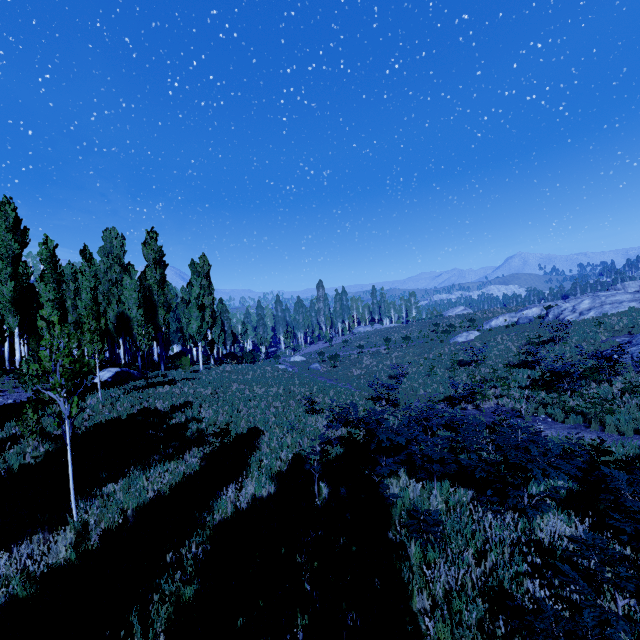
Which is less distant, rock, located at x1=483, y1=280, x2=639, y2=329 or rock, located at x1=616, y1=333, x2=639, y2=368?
rock, located at x1=616, y1=333, x2=639, y2=368

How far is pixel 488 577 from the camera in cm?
450

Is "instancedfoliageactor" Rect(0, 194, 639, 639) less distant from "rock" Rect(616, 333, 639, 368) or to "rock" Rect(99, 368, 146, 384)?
"rock" Rect(99, 368, 146, 384)

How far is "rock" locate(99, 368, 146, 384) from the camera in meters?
19.7

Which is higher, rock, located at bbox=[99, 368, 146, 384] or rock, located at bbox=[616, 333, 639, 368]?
rock, located at bbox=[99, 368, 146, 384]

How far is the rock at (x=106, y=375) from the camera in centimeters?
1965cm

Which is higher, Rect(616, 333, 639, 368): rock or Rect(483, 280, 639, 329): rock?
Rect(483, 280, 639, 329): rock

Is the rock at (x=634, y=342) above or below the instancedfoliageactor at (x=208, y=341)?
above
